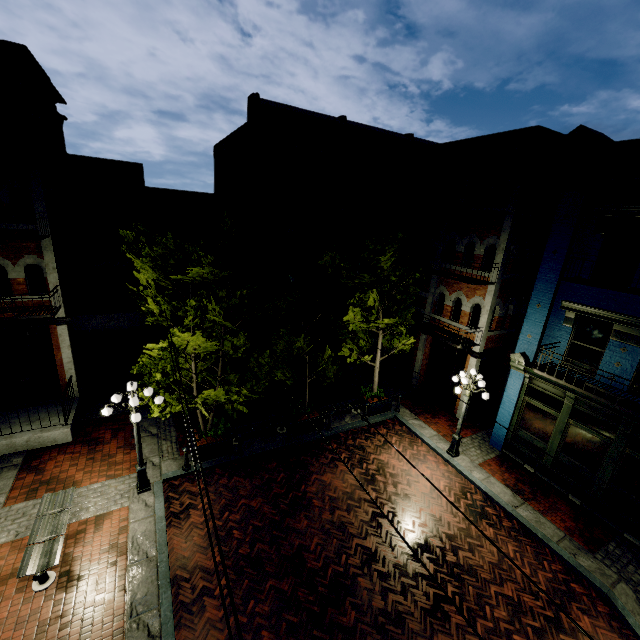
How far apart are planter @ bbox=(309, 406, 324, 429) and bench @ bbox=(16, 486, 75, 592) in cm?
688

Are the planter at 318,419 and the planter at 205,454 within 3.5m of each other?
yes

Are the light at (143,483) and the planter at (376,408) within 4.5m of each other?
no

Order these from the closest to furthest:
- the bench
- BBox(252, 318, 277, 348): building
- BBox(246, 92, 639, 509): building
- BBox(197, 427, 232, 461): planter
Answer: Result:
1. the bench
2. BBox(246, 92, 639, 509): building
3. BBox(197, 427, 232, 461): planter
4. BBox(252, 318, 277, 348): building

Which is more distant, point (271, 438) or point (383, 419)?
point (383, 419)

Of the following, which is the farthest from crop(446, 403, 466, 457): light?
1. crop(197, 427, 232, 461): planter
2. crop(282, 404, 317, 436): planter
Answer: crop(197, 427, 232, 461): planter

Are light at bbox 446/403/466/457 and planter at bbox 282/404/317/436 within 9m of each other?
yes
